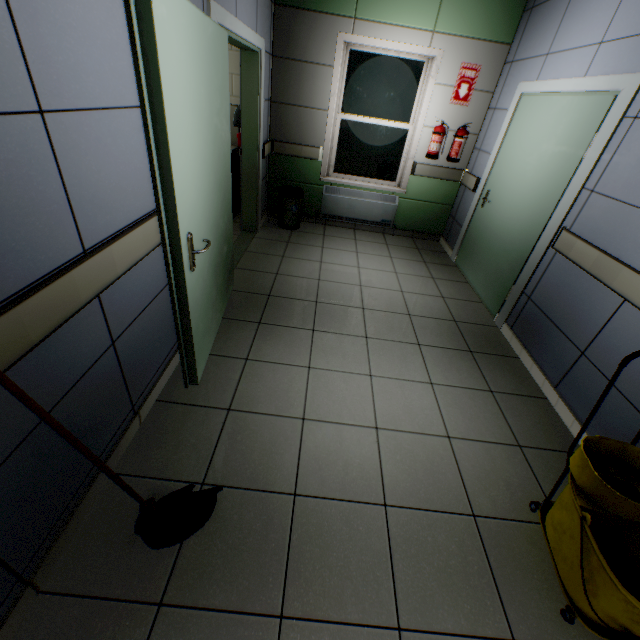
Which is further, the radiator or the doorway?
the radiator

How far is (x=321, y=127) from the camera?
4.63m

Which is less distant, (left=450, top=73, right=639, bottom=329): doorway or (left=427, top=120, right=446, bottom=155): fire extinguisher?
(left=450, top=73, right=639, bottom=329): doorway

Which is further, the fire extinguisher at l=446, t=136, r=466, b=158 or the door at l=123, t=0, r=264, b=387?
the fire extinguisher at l=446, t=136, r=466, b=158

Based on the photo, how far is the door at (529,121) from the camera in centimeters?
272cm

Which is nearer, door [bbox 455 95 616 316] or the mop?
the mop

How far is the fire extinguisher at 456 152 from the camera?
4.5m

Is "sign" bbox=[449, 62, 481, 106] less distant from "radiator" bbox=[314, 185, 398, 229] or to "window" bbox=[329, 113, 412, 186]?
"window" bbox=[329, 113, 412, 186]
